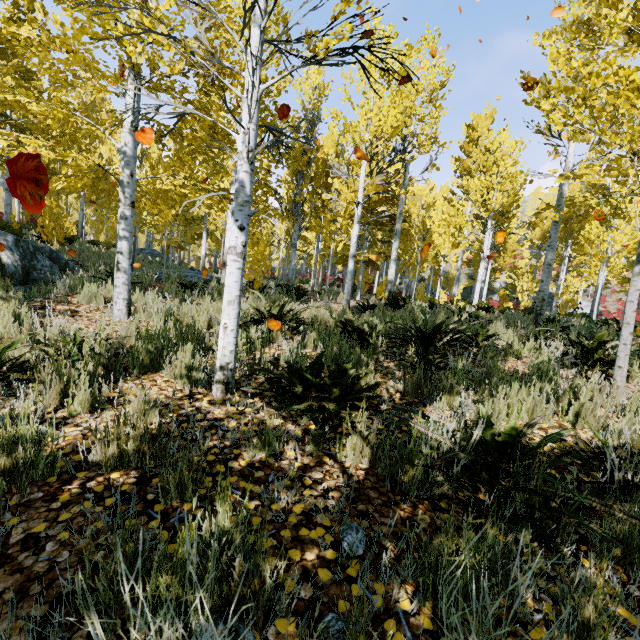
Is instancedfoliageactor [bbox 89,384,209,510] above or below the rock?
below

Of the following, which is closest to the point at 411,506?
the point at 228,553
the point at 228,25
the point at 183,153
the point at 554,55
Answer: the point at 228,553

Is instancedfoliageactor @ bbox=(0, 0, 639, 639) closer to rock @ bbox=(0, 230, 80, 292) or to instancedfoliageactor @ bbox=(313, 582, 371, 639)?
rock @ bbox=(0, 230, 80, 292)

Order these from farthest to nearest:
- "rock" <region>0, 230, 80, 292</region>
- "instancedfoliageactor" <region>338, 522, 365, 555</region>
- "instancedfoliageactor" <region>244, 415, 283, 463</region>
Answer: "rock" <region>0, 230, 80, 292</region> < "instancedfoliageactor" <region>244, 415, 283, 463</region> < "instancedfoliageactor" <region>338, 522, 365, 555</region>

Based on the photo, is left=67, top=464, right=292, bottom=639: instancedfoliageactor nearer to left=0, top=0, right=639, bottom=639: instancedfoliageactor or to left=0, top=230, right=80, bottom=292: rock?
left=0, top=0, right=639, bottom=639: instancedfoliageactor

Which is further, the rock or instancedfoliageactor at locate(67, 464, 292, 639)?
the rock

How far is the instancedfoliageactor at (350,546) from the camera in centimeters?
152cm

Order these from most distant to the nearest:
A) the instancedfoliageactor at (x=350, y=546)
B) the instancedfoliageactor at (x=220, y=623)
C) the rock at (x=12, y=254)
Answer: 1. the rock at (x=12, y=254)
2. the instancedfoliageactor at (x=350, y=546)
3. the instancedfoliageactor at (x=220, y=623)
